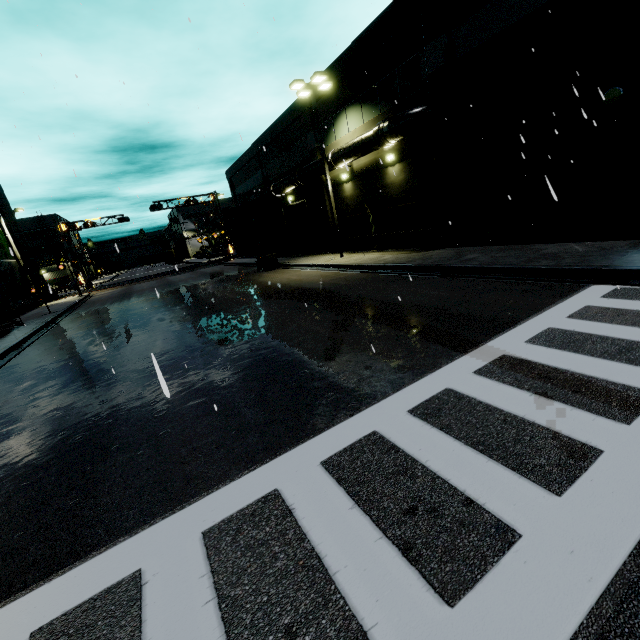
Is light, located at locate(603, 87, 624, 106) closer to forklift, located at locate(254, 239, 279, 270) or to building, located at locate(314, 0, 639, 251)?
building, located at locate(314, 0, 639, 251)

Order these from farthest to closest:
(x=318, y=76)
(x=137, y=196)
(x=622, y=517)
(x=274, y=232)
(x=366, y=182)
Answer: (x=274, y=232), (x=366, y=182), (x=318, y=76), (x=137, y=196), (x=622, y=517)

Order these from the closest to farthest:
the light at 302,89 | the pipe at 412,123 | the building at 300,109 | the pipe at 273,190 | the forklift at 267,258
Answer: the pipe at 412,123, the light at 302,89, the pipe at 273,190, the building at 300,109, the forklift at 267,258

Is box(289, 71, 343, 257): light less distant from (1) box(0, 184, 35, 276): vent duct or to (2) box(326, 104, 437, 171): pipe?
(2) box(326, 104, 437, 171): pipe

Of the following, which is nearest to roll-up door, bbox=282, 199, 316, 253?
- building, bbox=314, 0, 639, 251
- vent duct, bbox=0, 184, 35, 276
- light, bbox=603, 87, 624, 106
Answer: building, bbox=314, 0, 639, 251

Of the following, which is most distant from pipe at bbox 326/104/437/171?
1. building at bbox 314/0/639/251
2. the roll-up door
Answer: the roll-up door

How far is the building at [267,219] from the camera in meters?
24.1

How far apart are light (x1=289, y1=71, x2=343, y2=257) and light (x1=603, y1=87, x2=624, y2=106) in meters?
12.7
